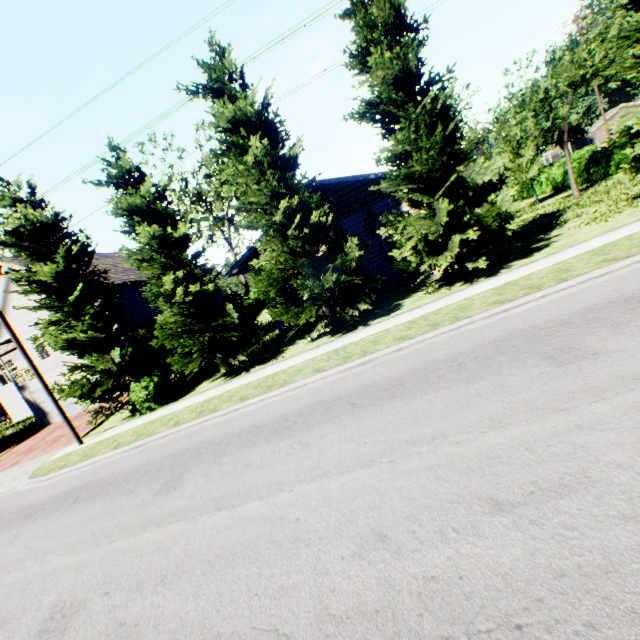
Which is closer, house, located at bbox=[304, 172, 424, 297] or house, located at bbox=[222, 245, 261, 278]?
house, located at bbox=[304, 172, 424, 297]

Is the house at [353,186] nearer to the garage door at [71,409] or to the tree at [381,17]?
the tree at [381,17]

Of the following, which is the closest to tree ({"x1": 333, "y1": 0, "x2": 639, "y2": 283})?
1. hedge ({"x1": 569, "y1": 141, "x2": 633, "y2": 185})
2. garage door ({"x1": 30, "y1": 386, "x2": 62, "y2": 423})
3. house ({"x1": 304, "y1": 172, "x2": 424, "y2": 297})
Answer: house ({"x1": 304, "y1": 172, "x2": 424, "y2": 297})

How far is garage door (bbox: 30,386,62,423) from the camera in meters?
23.1 m

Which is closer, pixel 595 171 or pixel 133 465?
pixel 133 465

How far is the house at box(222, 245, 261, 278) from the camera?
16.7m

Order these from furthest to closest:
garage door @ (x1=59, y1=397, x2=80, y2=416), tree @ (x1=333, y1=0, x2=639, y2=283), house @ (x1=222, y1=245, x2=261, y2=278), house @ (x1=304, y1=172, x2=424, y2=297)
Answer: garage door @ (x1=59, y1=397, x2=80, y2=416)
house @ (x1=222, y1=245, x2=261, y2=278)
house @ (x1=304, y1=172, x2=424, y2=297)
tree @ (x1=333, y1=0, x2=639, y2=283)

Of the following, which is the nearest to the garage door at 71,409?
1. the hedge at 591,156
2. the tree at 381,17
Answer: the tree at 381,17
